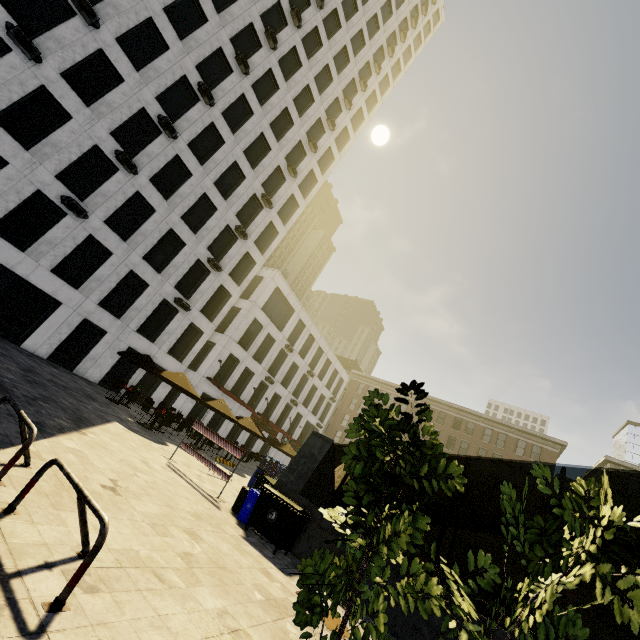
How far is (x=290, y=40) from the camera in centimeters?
2742cm

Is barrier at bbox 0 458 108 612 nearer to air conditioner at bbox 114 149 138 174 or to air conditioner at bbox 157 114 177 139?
air conditioner at bbox 114 149 138 174

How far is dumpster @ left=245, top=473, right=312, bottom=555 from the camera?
8.02m

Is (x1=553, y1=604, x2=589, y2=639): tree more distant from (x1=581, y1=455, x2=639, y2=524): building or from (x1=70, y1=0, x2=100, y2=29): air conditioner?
(x1=70, y1=0, x2=100, y2=29): air conditioner

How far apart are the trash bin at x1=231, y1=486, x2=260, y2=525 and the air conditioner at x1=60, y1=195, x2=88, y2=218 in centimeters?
1708cm

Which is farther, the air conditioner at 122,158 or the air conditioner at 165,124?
the air conditioner at 165,124

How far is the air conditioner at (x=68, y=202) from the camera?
16.8m

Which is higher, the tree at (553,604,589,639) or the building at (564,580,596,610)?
the building at (564,580,596,610)
